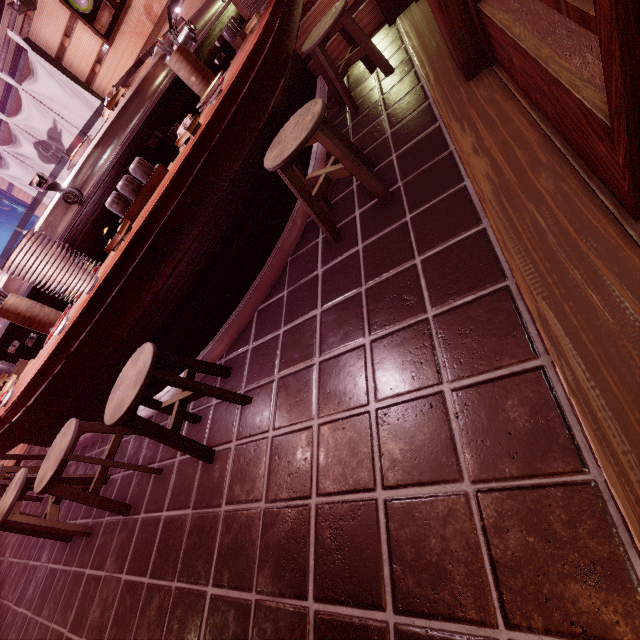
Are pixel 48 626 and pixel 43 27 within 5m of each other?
no

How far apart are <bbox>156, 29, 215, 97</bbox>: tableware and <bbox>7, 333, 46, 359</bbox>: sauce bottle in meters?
3.8 m

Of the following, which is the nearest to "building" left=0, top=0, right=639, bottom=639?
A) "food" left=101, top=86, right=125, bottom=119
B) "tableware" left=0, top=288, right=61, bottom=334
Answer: "tableware" left=0, top=288, right=61, bottom=334

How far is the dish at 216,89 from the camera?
3.5 meters

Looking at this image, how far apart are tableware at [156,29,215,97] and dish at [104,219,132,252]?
2.04m

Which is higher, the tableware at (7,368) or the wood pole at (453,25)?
the tableware at (7,368)

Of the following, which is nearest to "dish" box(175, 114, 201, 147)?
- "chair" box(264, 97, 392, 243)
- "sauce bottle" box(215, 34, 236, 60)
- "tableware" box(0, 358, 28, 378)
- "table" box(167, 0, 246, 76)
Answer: "table" box(167, 0, 246, 76)

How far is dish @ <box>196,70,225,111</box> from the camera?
3.5 meters
